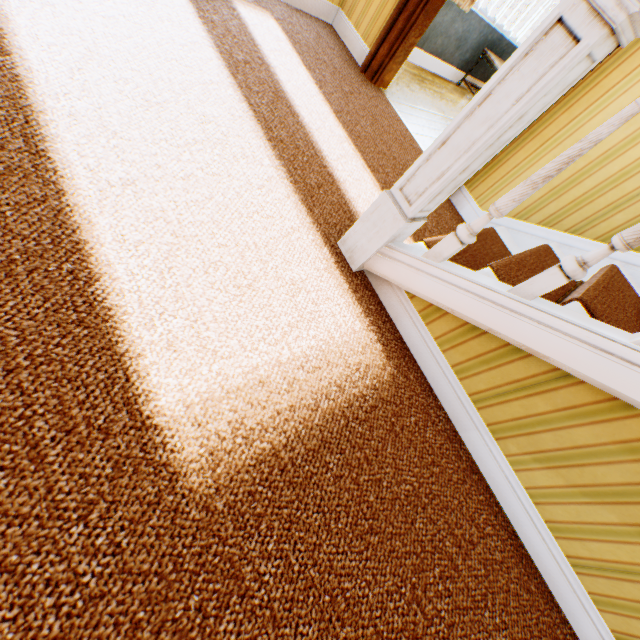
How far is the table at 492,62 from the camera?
4.8m

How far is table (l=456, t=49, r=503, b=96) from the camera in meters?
4.8

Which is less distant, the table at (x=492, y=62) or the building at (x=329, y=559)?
the building at (x=329, y=559)

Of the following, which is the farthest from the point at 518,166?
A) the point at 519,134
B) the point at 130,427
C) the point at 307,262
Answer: the point at 130,427

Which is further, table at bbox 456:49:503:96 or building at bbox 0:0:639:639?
table at bbox 456:49:503:96
